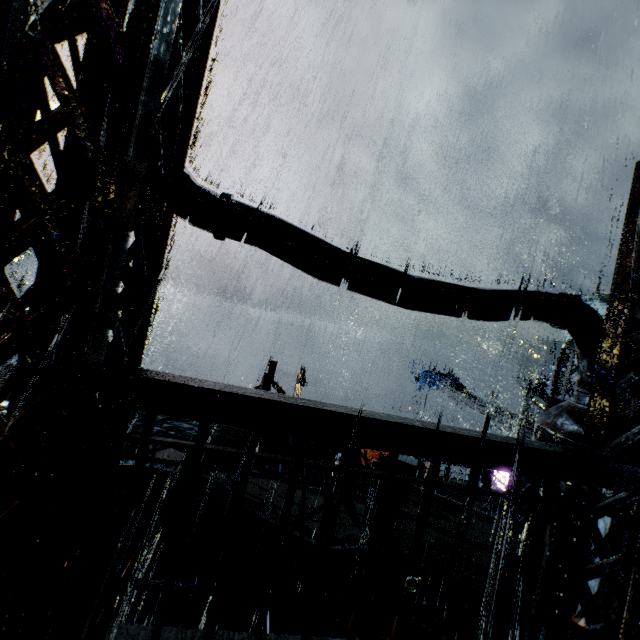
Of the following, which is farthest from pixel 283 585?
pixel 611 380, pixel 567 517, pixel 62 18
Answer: pixel 62 18

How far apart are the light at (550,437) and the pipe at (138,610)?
16.9 meters

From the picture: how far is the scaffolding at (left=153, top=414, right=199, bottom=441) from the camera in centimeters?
452cm

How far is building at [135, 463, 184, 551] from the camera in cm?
1045

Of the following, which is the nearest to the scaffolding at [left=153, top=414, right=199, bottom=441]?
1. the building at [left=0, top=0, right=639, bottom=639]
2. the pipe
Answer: the building at [left=0, top=0, right=639, bottom=639]

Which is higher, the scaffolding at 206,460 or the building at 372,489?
the scaffolding at 206,460

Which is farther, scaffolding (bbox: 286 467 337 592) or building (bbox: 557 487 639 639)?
scaffolding (bbox: 286 467 337 592)

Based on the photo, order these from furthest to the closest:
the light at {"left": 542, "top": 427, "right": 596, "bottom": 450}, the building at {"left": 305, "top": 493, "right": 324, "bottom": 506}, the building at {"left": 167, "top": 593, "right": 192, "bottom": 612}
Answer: the building at {"left": 305, "top": 493, "right": 324, "bottom": 506}, the building at {"left": 167, "top": 593, "right": 192, "bottom": 612}, the light at {"left": 542, "top": 427, "right": 596, "bottom": 450}
